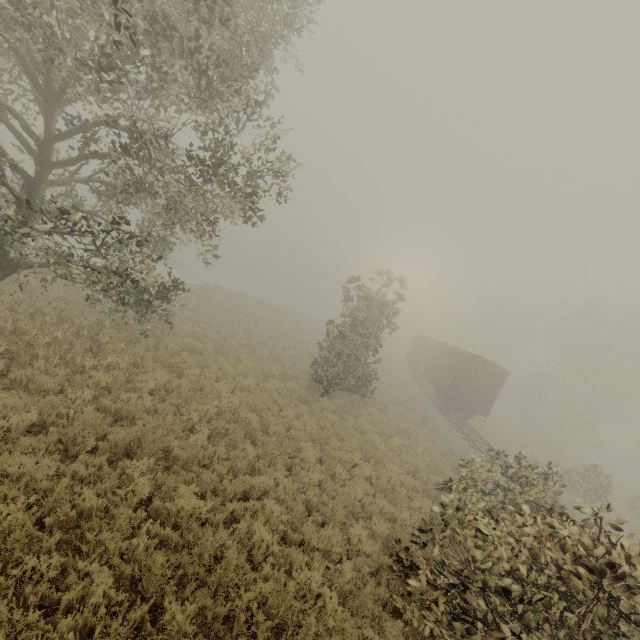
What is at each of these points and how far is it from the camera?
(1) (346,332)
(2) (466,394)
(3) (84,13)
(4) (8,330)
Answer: (1) tree, 17.0m
(2) boxcar, 23.2m
(3) tree, 4.6m
(4) tree, 8.8m

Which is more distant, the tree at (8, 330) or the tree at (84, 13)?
the tree at (8, 330)

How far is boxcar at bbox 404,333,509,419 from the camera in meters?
23.0 m

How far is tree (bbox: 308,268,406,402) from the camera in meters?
16.0 m

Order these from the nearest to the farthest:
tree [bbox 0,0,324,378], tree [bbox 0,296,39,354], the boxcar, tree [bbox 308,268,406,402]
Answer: tree [bbox 0,0,324,378] < tree [bbox 0,296,39,354] < tree [bbox 308,268,406,402] < the boxcar

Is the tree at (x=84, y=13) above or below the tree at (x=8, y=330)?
above

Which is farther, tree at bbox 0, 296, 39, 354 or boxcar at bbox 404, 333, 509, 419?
boxcar at bbox 404, 333, 509, 419

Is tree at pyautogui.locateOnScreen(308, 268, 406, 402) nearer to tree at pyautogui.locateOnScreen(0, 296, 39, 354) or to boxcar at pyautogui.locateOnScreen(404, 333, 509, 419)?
tree at pyautogui.locateOnScreen(0, 296, 39, 354)
